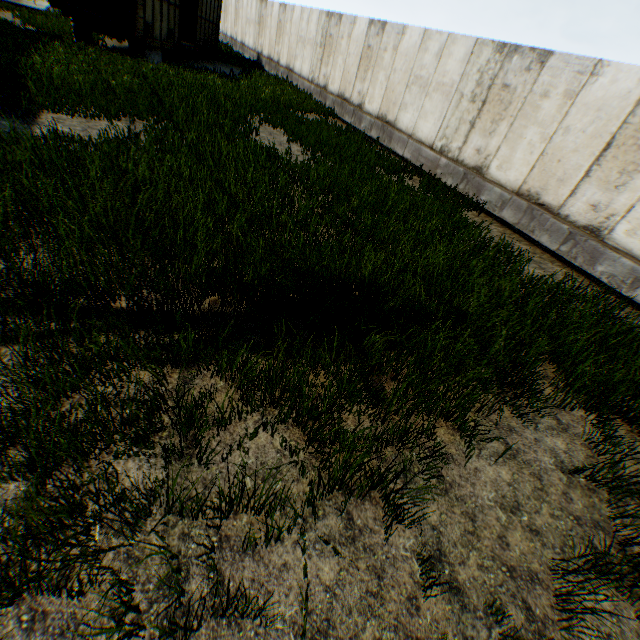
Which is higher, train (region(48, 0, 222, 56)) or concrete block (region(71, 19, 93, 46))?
train (region(48, 0, 222, 56))

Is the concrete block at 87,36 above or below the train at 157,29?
below

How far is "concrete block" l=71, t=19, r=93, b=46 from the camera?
13.0 meters

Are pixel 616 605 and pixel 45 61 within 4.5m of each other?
no

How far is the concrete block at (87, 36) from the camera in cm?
1300
